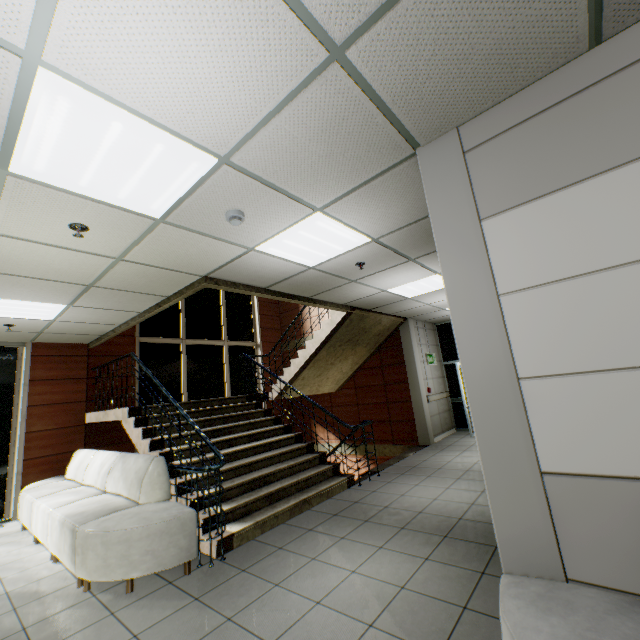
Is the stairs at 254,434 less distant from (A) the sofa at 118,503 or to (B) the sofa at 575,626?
(A) the sofa at 118,503

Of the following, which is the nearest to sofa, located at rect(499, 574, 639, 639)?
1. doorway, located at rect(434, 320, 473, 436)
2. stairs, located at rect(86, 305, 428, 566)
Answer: stairs, located at rect(86, 305, 428, 566)

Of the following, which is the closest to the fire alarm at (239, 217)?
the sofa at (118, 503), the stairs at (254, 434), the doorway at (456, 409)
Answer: the stairs at (254, 434)

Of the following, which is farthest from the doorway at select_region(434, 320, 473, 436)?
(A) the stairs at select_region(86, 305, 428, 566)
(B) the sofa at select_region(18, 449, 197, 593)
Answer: (B) the sofa at select_region(18, 449, 197, 593)

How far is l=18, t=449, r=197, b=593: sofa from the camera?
3.1 meters

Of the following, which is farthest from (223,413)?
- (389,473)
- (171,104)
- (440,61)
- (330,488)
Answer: (440,61)

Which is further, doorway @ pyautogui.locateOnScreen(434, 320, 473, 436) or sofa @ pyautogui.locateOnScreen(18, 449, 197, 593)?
doorway @ pyautogui.locateOnScreen(434, 320, 473, 436)

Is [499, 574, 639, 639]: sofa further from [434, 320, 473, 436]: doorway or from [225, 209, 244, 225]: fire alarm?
[434, 320, 473, 436]: doorway
